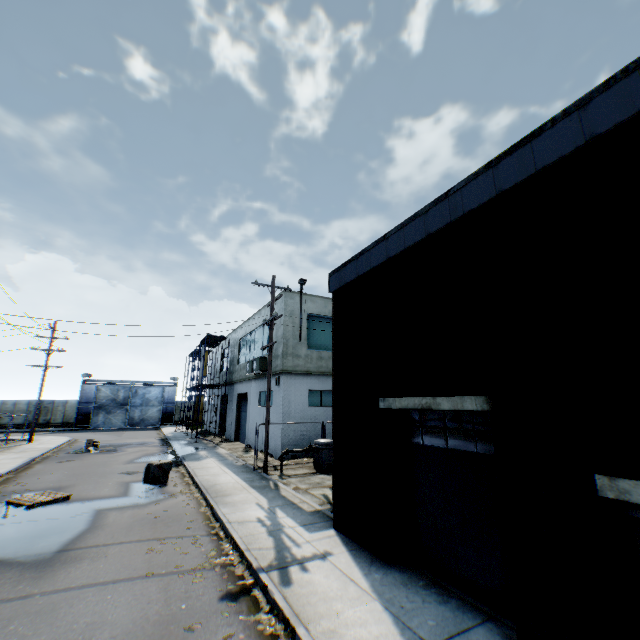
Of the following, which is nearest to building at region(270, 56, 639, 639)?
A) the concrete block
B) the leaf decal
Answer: the leaf decal

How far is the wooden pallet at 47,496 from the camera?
10.53m

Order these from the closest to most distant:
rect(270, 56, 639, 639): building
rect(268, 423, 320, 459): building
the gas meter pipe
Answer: rect(270, 56, 639, 639): building < the gas meter pipe < rect(268, 423, 320, 459): building

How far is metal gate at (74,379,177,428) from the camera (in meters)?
41.97

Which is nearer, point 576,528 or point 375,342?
point 576,528

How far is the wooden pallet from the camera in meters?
10.5 m

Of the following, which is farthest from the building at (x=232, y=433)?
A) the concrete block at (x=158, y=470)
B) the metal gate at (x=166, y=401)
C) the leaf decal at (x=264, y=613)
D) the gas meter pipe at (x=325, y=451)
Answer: the leaf decal at (x=264, y=613)

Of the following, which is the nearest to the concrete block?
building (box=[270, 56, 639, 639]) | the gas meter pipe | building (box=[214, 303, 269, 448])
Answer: the gas meter pipe
